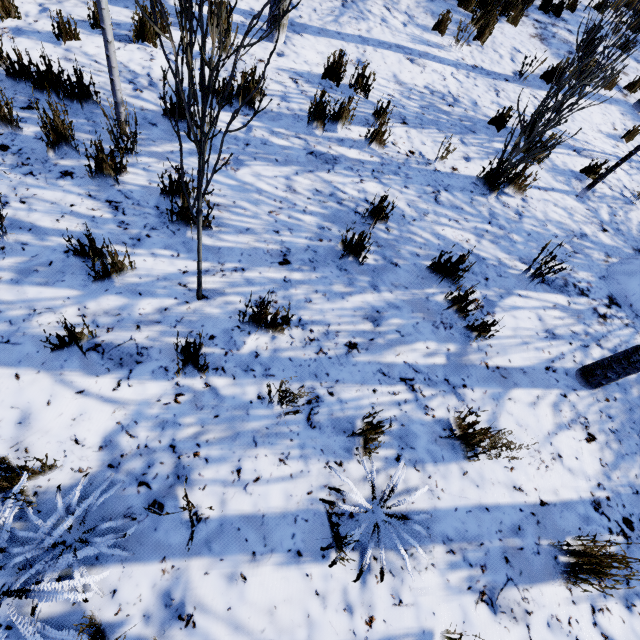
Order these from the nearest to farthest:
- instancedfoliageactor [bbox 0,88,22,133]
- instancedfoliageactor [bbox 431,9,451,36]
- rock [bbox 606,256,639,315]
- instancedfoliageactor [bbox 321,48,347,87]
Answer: instancedfoliageactor [bbox 0,88,22,133], rock [bbox 606,256,639,315], instancedfoliageactor [bbox 321,48,347,87], instancedfoliageactor [bbox 431,9,451,36]

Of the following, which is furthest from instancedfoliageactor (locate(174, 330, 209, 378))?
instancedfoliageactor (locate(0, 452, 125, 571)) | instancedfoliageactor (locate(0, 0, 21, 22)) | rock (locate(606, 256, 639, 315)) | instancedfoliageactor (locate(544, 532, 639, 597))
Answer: rock (locate(606, 256, 639, 315))

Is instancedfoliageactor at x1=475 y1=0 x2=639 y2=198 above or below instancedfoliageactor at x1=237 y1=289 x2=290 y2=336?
above

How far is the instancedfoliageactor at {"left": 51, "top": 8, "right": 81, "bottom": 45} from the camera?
3.59m

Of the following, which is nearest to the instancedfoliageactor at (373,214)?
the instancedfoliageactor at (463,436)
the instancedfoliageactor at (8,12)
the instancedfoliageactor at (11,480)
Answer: the instancedfoliageactor at (8,12)

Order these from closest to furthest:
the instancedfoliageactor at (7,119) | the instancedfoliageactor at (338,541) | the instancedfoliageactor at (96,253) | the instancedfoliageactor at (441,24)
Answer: the instancedfoliageactor at (338,541)
the instancedfoliageactor at (96,253)
the instancedfoliageactor at (7,119)
the instancedfoliageactor at (441,24)

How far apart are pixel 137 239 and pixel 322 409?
2.1 meters

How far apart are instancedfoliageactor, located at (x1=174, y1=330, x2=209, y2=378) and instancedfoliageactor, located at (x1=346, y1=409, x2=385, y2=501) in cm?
36
